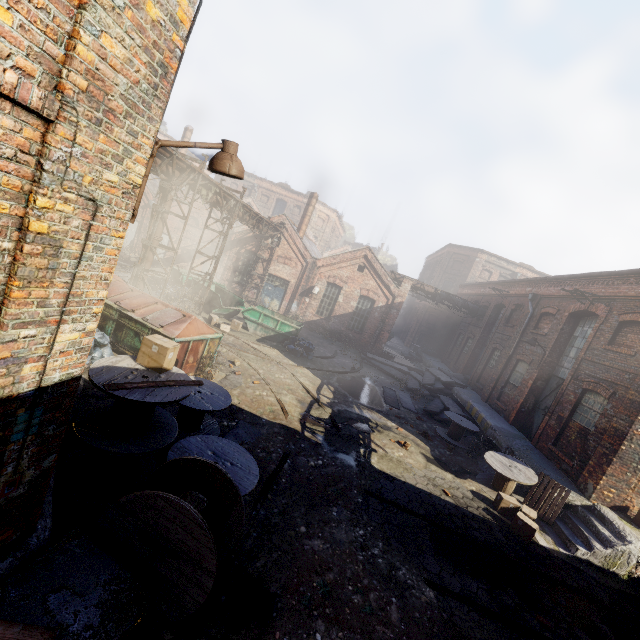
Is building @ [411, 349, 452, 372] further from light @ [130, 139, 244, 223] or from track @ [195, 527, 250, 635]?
light @ [130, 139, 244, 223]

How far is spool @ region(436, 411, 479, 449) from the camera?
13.59m

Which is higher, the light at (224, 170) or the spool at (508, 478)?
the light at (224, 170)

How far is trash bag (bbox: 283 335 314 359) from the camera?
16.9 meters

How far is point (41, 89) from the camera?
1.9 meters

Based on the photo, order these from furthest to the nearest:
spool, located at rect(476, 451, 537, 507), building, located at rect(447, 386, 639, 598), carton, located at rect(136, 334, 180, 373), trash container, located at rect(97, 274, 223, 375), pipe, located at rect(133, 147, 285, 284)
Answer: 1. pipe, located at rect(133, 147, 285, 284)
2. spool, located at rect(476, 451, 537, 507)
3. trash container, located at rect(97, 274, 223, 375)
4. building, located at rect(447, 386, 639, 598)
5. carton, located at rect(136, 334, 180, 373)

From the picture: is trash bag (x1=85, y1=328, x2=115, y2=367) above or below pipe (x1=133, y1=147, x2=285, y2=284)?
below

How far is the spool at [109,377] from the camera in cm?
368
